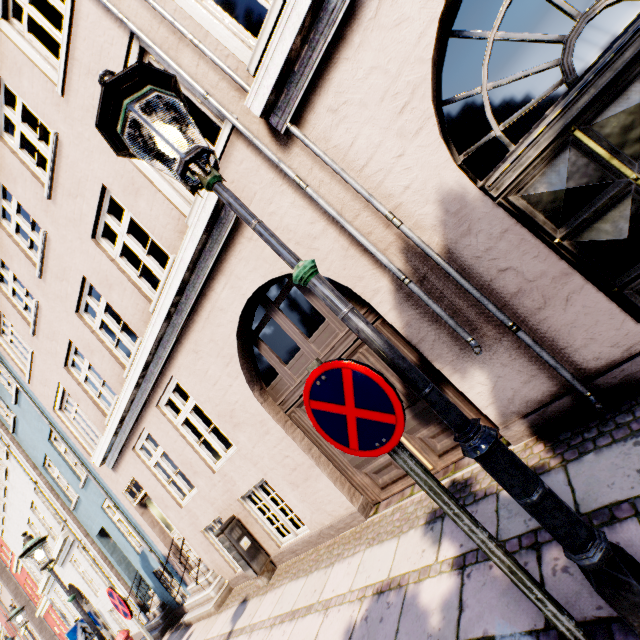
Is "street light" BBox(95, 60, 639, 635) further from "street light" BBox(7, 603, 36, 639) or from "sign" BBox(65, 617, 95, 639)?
"street light" BBox(7, 603, 36, 639)

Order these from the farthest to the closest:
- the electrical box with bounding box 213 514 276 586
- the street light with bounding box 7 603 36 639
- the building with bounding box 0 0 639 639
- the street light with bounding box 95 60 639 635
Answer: the street light with bounding box 7 603 36 639, the electrical box with bounding box 213 514 276 586, the building with bounding box 0 0 639 639, the street light with bounding box 95 60 639 635

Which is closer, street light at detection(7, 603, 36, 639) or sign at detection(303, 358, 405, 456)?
sign at detection(303, 358, 405, 456)

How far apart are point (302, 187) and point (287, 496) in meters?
4.8

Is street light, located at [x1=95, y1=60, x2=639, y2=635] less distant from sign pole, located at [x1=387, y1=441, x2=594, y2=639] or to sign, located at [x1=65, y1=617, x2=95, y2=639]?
sign pole, located at [x1=387, y1=441, x2=594, y2=639]

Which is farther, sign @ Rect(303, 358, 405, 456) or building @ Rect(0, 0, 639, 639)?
building @ Rect(0, 0, 639, 639)

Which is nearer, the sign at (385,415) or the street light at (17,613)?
the sign at (385,415)

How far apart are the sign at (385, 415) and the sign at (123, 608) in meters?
5.0 m
